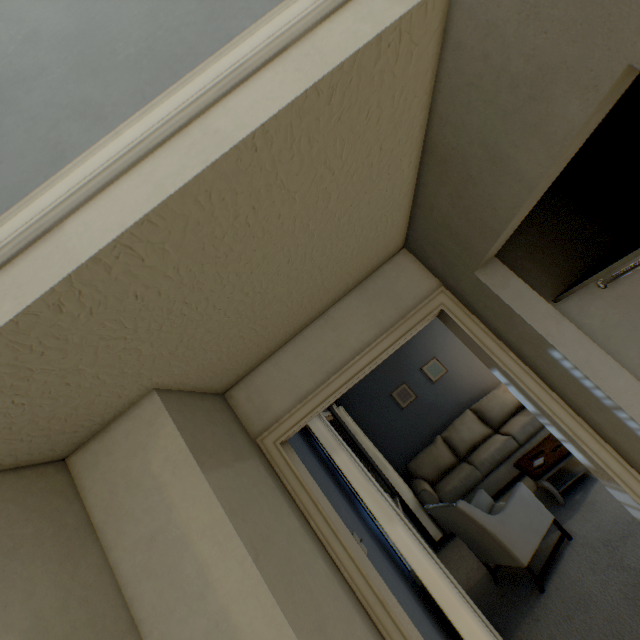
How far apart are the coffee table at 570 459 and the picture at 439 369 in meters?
1.9 m

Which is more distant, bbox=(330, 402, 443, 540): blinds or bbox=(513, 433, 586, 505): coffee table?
bbox=(330, 402, 443, 540): blinds

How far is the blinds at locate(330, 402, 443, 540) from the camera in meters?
4.4 m

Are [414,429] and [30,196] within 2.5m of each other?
no

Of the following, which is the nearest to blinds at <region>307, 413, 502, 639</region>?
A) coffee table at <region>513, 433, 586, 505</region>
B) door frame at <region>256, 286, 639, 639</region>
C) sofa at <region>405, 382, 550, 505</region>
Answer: sofa at <region>405, 382, 550, 505</region>

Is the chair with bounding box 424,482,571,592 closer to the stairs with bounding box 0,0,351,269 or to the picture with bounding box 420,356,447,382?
the picture with bounding box 420,356,447,382

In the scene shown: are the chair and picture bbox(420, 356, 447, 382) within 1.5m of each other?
no

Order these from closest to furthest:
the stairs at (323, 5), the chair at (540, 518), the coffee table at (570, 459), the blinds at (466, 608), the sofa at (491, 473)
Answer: the stairs at (323, 5) < the blinds at (466, 608) < the chair at (540, 518) < the coffee table at (570, 459) < the sofa at (491, 473)
